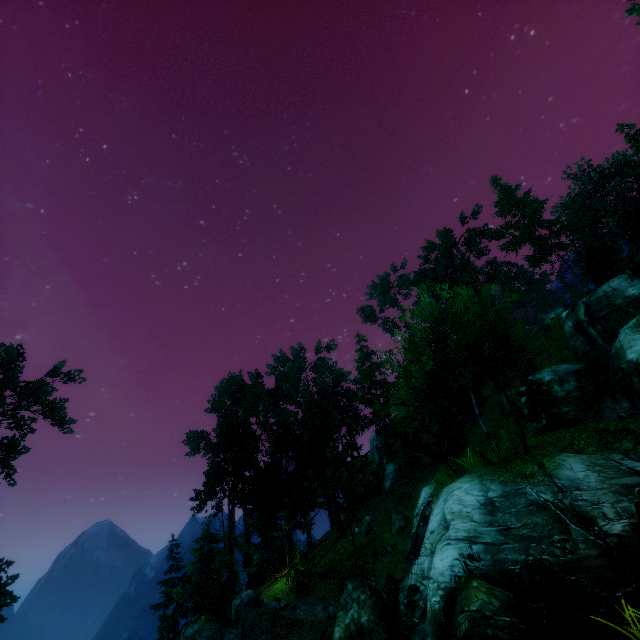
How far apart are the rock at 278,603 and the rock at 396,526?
8.76m

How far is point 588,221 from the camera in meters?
45.3

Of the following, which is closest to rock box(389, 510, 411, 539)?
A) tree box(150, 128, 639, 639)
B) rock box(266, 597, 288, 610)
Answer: tree box(150, 128, 639, 639)

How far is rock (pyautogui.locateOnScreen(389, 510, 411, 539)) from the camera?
24.02m

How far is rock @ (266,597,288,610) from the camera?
17.91m

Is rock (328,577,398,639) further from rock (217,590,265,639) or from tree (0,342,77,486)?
rock (217,590,265,639)

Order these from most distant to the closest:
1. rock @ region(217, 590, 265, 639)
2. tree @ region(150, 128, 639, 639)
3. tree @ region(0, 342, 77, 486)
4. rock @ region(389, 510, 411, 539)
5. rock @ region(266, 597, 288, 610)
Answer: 1. tree @ region(0, 342, 77, 486)
2. rock @ region(389, 510, 411, 539)
3. rock @ region(217, 590, 265, 639)
4. rock @ region(266, 597, 288, 610)
5. tree @ region(150, 128, 639, 639)

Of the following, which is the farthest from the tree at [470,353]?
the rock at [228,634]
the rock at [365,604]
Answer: the rock at [365,604]
